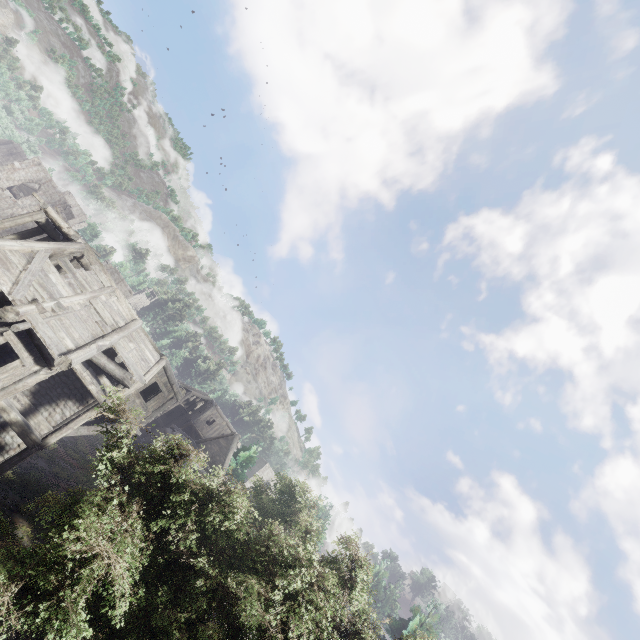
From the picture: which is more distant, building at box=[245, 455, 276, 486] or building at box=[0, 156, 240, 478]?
building at box=[245, 455, 276, 486]

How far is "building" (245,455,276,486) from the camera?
53.78m

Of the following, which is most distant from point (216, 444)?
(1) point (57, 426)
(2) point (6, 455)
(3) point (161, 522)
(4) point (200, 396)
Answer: (3) point (161, 522)

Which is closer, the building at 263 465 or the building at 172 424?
the building at 172 424

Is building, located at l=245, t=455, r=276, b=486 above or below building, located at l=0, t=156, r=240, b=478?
above

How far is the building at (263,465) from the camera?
53.8 meters
